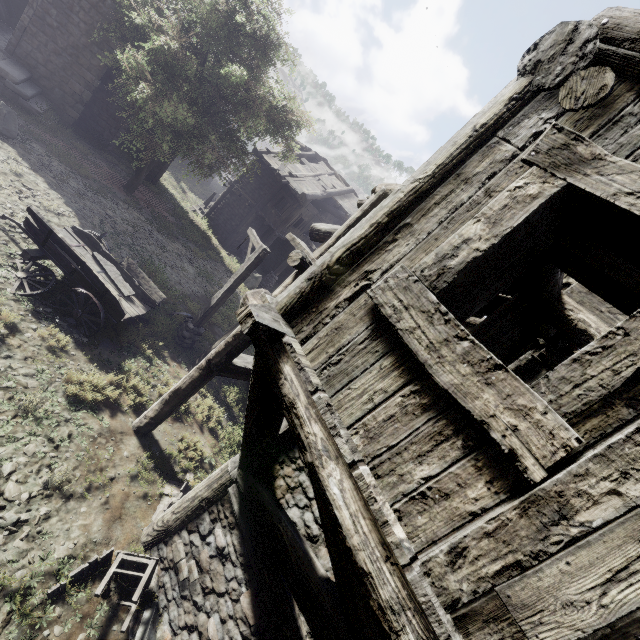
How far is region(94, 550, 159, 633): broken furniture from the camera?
4.44m

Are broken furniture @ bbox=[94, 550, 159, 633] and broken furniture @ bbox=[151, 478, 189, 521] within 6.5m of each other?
yes

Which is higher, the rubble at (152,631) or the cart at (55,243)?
the cart at (55,243)

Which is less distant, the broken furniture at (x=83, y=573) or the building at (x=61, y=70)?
the broken furniture at (x=83, y=573)

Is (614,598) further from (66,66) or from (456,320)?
(66,66)

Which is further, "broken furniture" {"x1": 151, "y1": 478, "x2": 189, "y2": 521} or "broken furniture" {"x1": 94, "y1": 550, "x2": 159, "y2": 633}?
"broken furniture" {"x1": 151, "y1": 478, "x2": 189, "y2": 521}

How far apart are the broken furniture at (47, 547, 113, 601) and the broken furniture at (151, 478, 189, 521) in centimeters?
93cm

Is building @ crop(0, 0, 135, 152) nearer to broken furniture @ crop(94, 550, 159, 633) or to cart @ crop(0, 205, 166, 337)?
broken furniture @ crop(94, 550, 159, 633)
